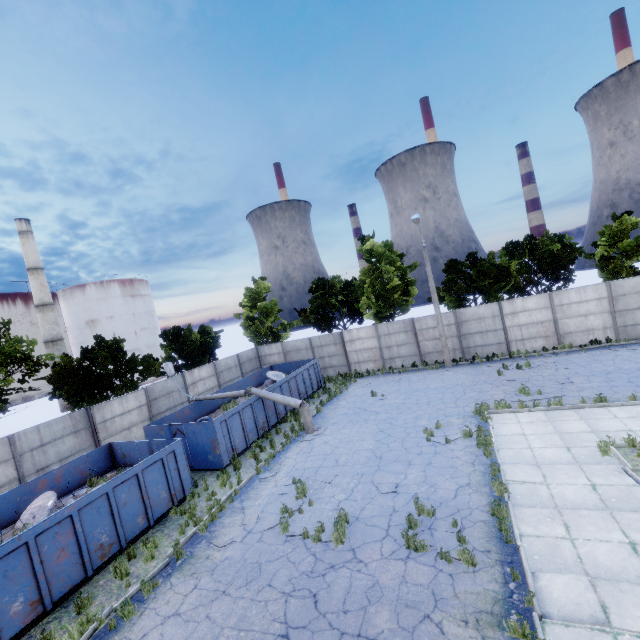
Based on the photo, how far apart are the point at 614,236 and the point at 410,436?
23.4m

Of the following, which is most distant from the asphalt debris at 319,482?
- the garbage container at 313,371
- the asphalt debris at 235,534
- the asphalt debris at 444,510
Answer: the garbage container at 313,371

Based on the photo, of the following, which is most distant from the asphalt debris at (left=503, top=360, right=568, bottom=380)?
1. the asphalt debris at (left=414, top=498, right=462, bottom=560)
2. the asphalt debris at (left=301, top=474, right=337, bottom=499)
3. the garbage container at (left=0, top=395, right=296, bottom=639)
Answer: the garbage container at (left=0, top=395, right=296, bottom=639)

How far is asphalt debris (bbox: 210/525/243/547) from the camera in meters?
9.2

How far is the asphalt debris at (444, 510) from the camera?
7.36m

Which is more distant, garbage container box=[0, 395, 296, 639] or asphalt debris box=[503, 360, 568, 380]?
asphalt debris box=[503, 360, 568, 380]

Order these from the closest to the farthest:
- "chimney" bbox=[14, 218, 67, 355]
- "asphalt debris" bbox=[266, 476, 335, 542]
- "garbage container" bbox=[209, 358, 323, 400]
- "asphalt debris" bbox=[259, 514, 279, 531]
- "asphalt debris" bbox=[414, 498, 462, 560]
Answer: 1. "asphalt debris" bbox=[414, 498, 462, 560]
2. "asphalt debris" bbox=[266, 476, 335, 542]
3. "asphalt debris" bbox=[259, 514, 279, 531]
4. "garbage container" bbox=[209, 358, 323, 400]
5. "chimney" bbox=[14, 218, 67, 355]

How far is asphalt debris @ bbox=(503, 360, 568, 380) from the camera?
17.21m
